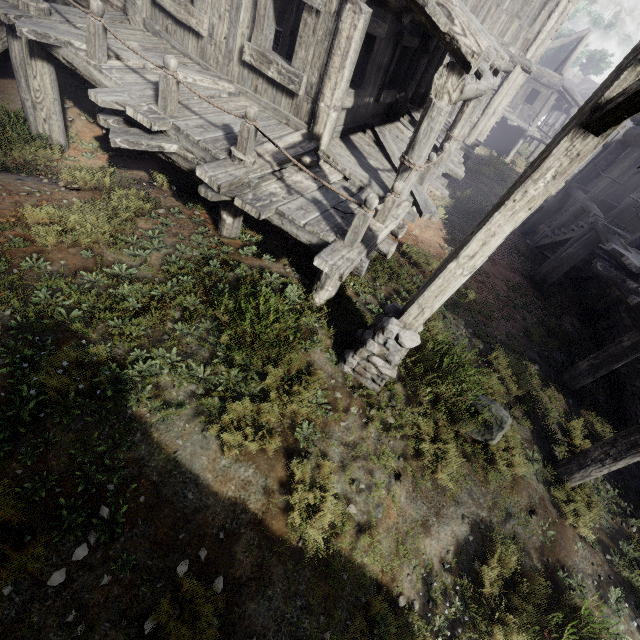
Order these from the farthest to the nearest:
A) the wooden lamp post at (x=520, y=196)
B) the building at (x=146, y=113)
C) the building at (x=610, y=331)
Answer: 1. the building at (x=610, y=331)
2. the building at (x=146, y=113)
3. the wooden lamp post at (x=520, y=196)

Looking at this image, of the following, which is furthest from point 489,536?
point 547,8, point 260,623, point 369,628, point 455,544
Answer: point 547,8

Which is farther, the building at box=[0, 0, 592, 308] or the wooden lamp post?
the building at box=[0, 0, 592, 308]

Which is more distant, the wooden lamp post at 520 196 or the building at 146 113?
the building at 146 113

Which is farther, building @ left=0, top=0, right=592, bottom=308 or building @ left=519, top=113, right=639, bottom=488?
building @ left=519, top=113, right=639, bottom=488

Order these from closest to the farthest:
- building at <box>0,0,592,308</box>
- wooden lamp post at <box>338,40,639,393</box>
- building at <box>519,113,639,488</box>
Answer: wooden lamp post at <box>338,40,639,393</box> → building at <box>0,0,592,308</box> → building at <box>519,113,639,488</box>
